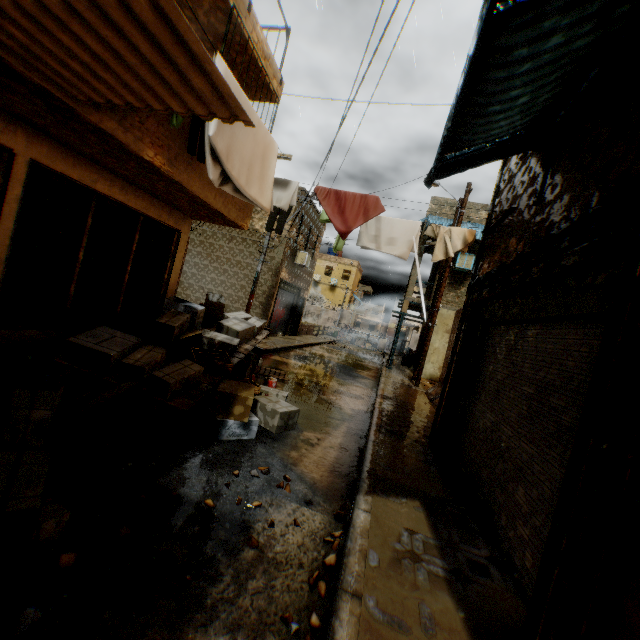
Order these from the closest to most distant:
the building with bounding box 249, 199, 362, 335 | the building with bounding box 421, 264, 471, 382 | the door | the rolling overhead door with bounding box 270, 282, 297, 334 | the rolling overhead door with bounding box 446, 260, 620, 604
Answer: the door
the rolling overhead door with bounding box 446, 260, 620, 604
the building with bounding box 421, 264, 471, 382
the building with bounding box 249, 199, 362, 335
the rolling overhead door with bounding box 270, 282, 297, 334

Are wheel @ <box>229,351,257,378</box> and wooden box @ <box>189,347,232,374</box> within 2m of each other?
yes

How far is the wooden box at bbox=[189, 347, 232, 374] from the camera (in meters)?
5.40

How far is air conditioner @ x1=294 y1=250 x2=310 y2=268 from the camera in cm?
1928

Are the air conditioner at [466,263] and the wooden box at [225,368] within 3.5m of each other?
no

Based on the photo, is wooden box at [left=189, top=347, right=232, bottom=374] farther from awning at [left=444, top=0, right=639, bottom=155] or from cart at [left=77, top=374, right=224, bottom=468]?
awning at [left=444, top=0, right=639, bottom=155]

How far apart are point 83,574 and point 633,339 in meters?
3.8 m

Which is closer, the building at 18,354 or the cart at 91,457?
the cart at 91,457
